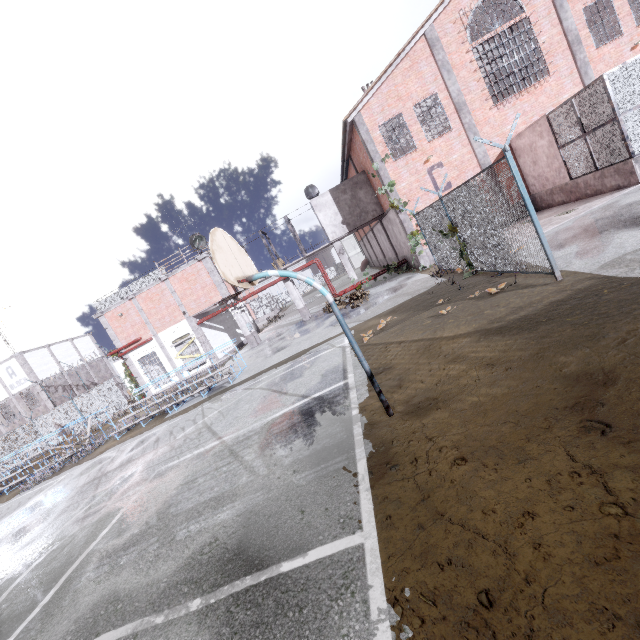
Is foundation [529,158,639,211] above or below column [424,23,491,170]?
below

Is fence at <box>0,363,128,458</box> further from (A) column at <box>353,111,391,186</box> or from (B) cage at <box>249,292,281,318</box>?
(B) cage at <box>249,292,281,318</box>

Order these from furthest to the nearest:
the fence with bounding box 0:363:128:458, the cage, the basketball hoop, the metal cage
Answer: the cage, the fence with bounding box 0:363:128:458, the metal cage, the basketball hoop

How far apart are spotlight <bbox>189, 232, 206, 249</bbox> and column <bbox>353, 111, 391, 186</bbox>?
11.50m

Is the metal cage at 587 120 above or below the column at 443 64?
below

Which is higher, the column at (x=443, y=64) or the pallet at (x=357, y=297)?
the column at (x=443, y=64)

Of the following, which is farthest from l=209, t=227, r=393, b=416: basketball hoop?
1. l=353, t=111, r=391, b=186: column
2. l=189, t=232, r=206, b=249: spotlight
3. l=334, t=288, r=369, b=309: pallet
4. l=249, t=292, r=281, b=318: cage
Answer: l=189, t=232, r=206, b=249: spotlight

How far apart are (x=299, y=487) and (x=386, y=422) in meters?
1.6 m
